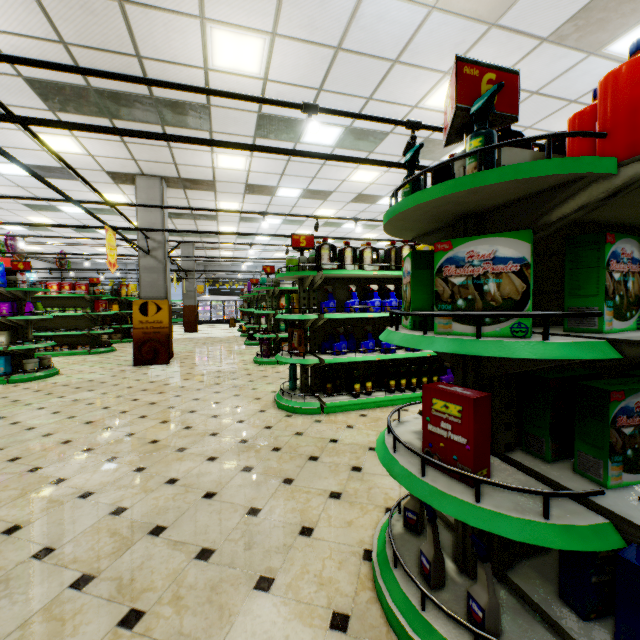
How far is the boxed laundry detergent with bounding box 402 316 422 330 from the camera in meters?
1.6

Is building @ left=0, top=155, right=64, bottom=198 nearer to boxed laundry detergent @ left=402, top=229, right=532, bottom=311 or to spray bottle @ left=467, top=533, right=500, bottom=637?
spray bottle @ left=467, top=533, right=500, bottom=637

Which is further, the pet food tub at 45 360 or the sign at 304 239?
the pet food tub at 45 360

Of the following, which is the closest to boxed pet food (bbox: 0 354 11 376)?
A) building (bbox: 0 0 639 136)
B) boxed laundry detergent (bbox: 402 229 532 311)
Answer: building (bbox: 0 0 639 136)

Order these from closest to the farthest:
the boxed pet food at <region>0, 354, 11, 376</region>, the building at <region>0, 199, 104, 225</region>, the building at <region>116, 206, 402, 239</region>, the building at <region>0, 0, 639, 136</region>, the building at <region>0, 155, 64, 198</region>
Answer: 1. the building at <region>0, 0, 639, 136</region>
2. the boxed pet food at <region>0, 354, 11, 376</region>
3. the building at <region>0, 155, 64, 198</region>
4. the building at <region>116, 206, 402, 239</region>
5. the building at <region>0, 199, 104, 225</region>

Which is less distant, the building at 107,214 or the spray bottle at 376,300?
the spray bottle at 376,300

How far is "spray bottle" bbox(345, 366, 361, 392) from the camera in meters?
4.5 m

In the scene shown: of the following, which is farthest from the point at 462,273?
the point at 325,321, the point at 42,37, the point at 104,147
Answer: the point at 104,147
